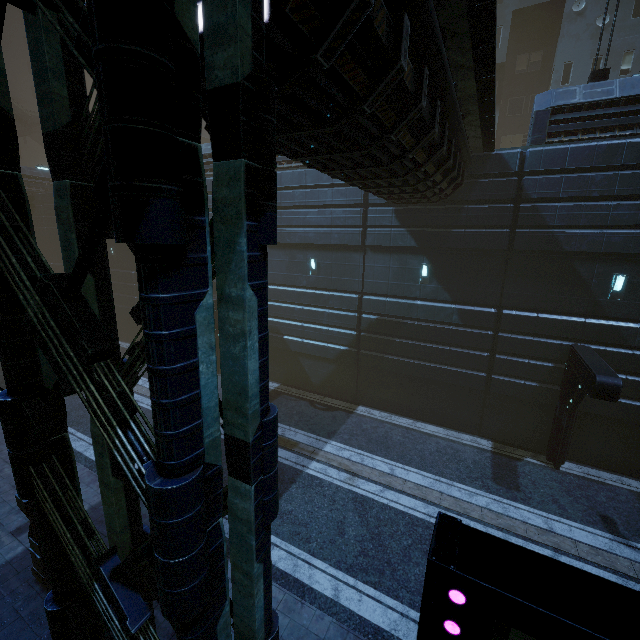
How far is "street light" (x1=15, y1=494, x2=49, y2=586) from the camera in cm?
741

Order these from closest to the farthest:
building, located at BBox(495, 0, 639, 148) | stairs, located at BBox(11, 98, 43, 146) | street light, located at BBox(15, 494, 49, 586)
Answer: street light, located at BBox(15, 494, 49, 586), building, located at BBox(495, 0, 639, 148), stairs, located at BBox(11, 98, 43, 146)

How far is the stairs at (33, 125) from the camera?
35.84m

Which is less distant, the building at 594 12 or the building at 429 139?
the building at 429 139

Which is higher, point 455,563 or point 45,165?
point 45,165

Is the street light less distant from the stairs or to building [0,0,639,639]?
building [0,0,639,639]

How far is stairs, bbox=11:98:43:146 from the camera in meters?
35.8 m

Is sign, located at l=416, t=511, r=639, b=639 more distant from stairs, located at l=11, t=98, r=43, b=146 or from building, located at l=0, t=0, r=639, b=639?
stairs, located at l=11, t=98, r=43, b=146
